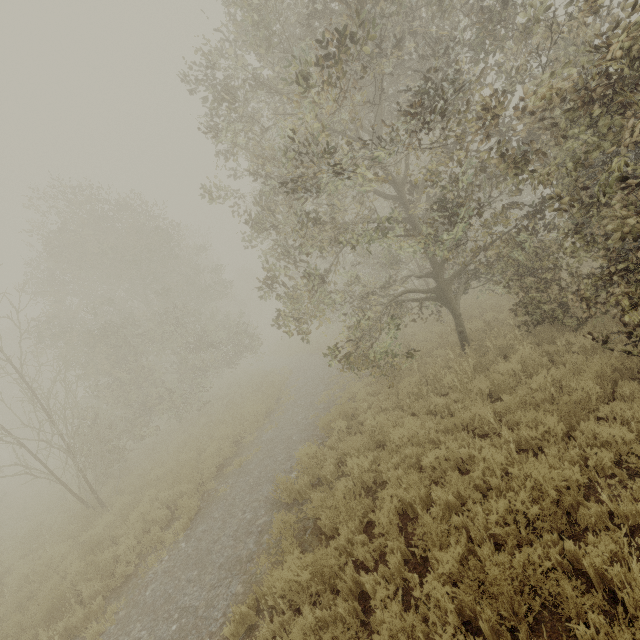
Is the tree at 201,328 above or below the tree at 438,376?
above

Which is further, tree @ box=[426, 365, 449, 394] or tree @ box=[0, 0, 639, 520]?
tree @ box=[426, 365, 449, 394]

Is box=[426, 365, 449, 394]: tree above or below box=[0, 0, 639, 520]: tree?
below

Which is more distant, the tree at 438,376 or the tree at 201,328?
the tree at 438,376

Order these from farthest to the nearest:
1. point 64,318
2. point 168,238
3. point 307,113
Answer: point 168,238 → point 64,318 → point 307,113

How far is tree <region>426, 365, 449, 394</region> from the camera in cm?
839
